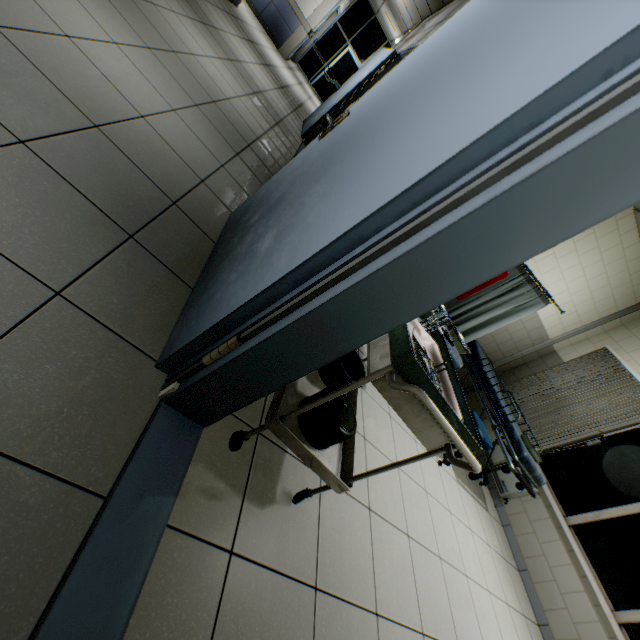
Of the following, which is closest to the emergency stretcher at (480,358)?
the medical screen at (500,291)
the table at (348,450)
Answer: the medical screen at (500,291)

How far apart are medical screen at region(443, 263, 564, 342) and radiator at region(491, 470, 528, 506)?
1.93m

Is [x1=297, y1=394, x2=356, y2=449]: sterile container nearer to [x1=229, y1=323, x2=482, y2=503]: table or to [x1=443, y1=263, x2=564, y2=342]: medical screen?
[x1=229, y1=323, x2=482, y2=503]: table

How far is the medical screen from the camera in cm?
400

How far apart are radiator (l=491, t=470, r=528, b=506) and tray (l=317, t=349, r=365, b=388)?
4.10m

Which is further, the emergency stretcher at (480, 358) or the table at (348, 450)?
the emergency stretcher at (480, 358)

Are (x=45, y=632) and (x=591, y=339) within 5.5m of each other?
no

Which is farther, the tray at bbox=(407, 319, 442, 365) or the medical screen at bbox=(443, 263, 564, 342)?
the medical screen at bbox=(443, 263, 564, 342)
